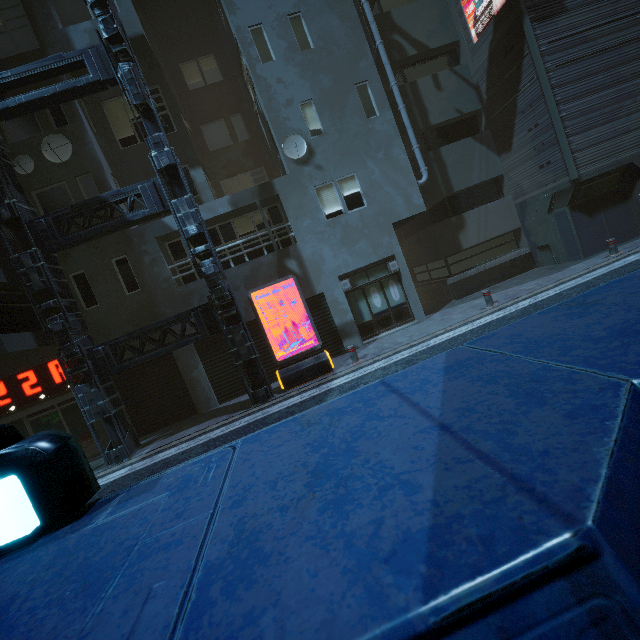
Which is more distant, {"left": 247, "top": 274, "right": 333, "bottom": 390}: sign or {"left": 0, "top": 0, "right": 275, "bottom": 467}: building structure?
{"left": 247, "top": 274, "right": 333, "bottom": 390}: sign

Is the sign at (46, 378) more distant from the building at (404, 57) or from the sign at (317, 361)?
the sign at (317, 361)

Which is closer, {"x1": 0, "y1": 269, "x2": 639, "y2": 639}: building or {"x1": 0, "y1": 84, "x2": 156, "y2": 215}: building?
{"x1": 0, "y1": 269, "x2": 639, "y2": 639}: building

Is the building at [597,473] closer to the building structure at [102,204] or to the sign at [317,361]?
the building structure at [102,204]

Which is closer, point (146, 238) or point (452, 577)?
point (452, 577)

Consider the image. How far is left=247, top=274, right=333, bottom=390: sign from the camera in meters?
10.1 m

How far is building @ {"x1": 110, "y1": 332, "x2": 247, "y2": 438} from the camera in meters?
11.6
